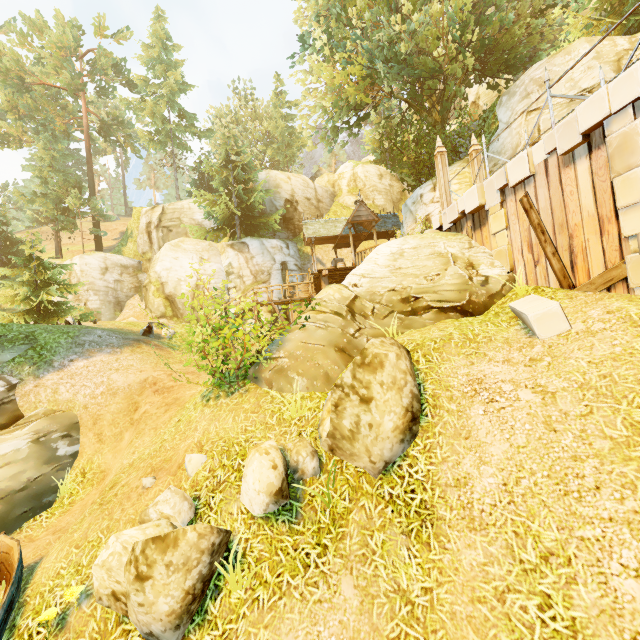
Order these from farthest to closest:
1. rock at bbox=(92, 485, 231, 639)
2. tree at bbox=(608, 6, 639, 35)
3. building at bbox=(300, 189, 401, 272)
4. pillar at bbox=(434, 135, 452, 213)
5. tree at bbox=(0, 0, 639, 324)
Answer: building at bbox=(300, 189, 401, 272)
tree at bbox=(0, 0, 639, 324)
tree at bbox=(608, 6, 639, 35)
pillar at bbox=(434, 135, 452, 213)
rock at bbox=(92, 485, 231, 639)

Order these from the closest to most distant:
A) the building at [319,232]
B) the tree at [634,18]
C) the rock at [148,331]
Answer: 1. the tree at [634,18]
2. the rock at [148,331]
3. the building at [319,232]

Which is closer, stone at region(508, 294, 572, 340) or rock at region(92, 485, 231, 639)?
rock at region(92, 485, 231, 639)

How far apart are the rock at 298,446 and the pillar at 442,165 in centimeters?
942cm

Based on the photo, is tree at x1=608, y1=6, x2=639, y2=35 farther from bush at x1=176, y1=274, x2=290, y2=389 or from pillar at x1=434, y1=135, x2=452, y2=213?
bush at x1=176, y1=274, x2=290, y2=389

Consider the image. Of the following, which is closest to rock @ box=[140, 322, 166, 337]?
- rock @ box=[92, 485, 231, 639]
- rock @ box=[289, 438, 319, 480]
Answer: rock @ box=[92, 485, 231, 639]

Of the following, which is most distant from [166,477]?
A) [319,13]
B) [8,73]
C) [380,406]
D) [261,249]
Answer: [8,73]

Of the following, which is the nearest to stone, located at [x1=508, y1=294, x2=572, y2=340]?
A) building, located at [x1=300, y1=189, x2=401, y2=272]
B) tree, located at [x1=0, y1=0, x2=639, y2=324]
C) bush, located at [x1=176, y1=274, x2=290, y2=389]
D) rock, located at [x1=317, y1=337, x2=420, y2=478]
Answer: rock, located at [x1=317, y1=337, x2=420, y2=478]
